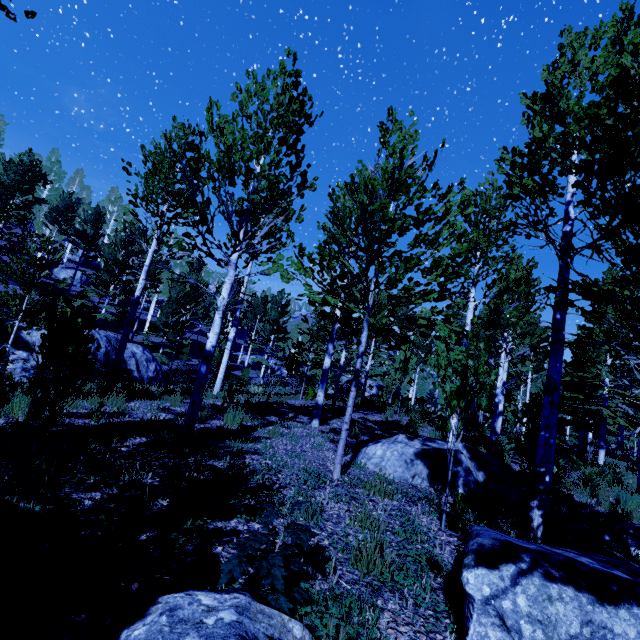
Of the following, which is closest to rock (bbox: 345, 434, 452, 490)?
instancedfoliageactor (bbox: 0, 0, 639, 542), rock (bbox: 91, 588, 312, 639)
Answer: instancedfoliageactor (bbox: 0, 0, 639, 542)

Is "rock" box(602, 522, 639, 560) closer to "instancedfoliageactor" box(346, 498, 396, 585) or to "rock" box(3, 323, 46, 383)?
"instancedfoliageactor" box(346, 498, 396, 585)

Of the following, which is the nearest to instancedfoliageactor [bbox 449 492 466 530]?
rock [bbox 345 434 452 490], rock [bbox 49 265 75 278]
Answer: rock [bbox 345 434 452 490]

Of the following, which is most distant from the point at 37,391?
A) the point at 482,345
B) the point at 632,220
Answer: the point at 632,220

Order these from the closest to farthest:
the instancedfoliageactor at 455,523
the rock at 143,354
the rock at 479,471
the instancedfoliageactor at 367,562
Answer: the instancedfoliageactor at 367,562, the instancedfoliageactor at 455,523, the rock at 479,471, the rock at 143,354

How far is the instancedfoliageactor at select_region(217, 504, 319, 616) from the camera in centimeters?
196cm

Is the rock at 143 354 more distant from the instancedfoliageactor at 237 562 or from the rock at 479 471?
the rock at 479 471

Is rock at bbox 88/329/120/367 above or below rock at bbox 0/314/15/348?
below
